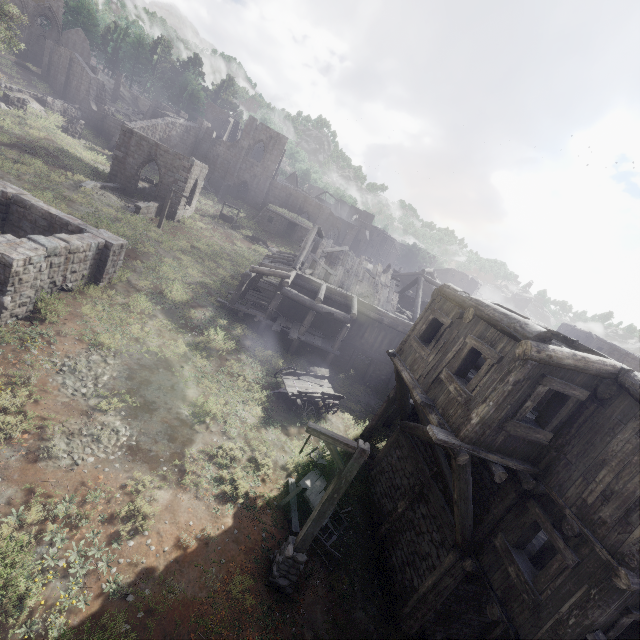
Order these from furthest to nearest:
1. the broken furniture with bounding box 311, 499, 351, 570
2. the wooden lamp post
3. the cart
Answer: the cart → the broken furniture with bounding box 311, 499, 351, 570 → the wooden lamp post

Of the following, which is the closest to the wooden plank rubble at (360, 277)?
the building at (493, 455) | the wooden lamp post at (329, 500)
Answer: the building at (493, 455)

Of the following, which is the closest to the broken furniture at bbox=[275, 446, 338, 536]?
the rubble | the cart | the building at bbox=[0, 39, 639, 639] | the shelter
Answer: the building at bbox=[0, 39, 639, 639]

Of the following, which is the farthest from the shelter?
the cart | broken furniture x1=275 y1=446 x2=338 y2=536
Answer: broken furniture x1=275 y1=446 x2=338 y2=536

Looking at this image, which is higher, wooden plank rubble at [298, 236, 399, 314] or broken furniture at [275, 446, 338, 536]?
wooden plank rubble at [298, 236, 399, 314]

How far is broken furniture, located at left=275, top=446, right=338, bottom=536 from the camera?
10.2m

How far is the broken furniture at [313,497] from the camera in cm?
1016

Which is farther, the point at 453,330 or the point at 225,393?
the point at 225,393
